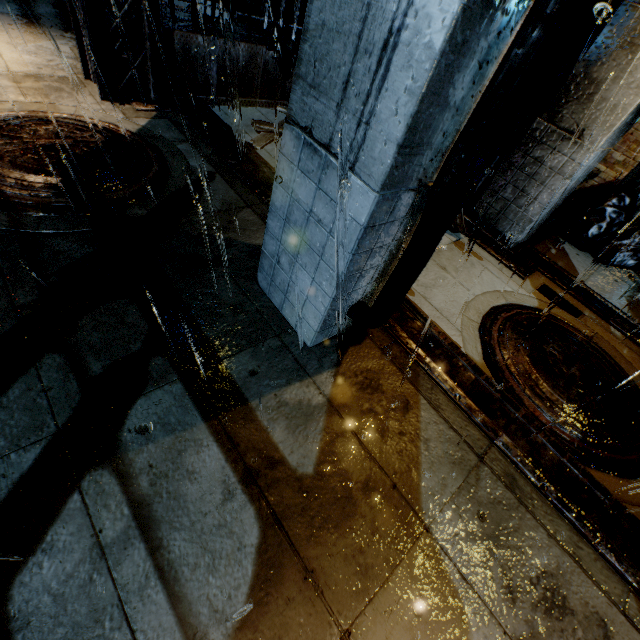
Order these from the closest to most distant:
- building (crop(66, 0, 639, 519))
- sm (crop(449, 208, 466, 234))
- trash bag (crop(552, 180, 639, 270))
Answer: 1. building (crop(66, 0, 639, 519))
2. sm (crop(449, 208, 466, 234))
3. trash bag (crop(552, 180, 639, 270))

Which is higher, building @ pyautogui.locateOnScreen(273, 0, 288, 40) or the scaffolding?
building @ pyautogui.locateOnScreen(273, 0, 288, 40)

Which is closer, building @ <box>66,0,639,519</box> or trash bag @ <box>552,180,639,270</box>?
building @ <box>66,0,639,519</box>

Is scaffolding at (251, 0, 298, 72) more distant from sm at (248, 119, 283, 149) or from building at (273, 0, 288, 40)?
sm at (248, 119, 283, 149)

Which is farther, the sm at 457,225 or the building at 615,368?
the sm at 457,225

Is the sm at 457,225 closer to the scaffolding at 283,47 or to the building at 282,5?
the building at 282,5

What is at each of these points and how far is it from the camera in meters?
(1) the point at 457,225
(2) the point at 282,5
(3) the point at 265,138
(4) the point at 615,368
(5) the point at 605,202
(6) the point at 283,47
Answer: (1) sm, 5.7
(2) building, 6.4
(3) sm, 6.0
(4) building, 4.4
(5) trash bag, 6.4
(6) scaffolding, 6.0

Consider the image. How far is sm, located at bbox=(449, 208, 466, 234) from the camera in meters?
5.6
